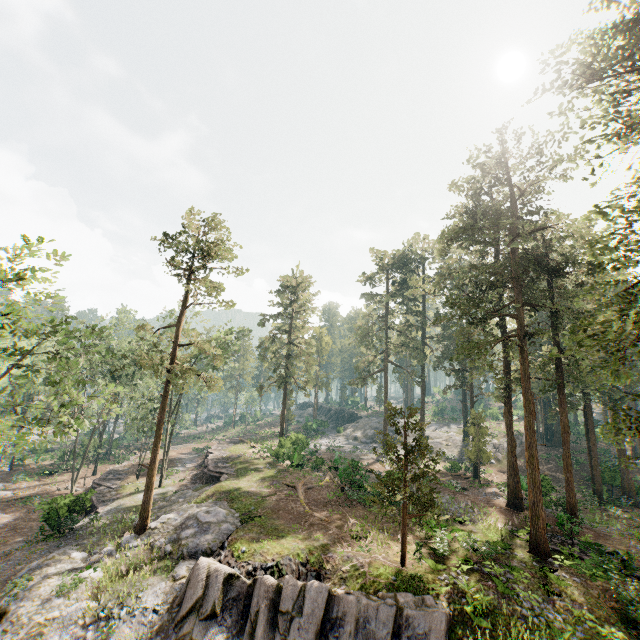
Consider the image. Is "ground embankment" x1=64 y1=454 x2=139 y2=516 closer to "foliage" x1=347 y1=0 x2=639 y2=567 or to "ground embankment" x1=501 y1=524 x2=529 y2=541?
"foliage" x1=347 y1=0 x2=639 y2=567

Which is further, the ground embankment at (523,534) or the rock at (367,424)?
the rock at (367,424)

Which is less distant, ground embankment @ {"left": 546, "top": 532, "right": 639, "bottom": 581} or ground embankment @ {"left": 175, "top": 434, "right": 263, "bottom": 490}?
ground embankment @ {"left": 546, "top": 532, "right": 639, "bottom": 581}

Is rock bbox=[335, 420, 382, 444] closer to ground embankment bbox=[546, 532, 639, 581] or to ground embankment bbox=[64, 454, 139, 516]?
ground embankment bbox=[546, 532, 639, 581]

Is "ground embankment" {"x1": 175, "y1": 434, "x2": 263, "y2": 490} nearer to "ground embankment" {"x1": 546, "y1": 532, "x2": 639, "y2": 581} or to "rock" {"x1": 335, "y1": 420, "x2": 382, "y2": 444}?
"rock" {"x1": 335, "y1": 420, "x2": 382, "y2": 444}

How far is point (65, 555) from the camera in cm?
2038

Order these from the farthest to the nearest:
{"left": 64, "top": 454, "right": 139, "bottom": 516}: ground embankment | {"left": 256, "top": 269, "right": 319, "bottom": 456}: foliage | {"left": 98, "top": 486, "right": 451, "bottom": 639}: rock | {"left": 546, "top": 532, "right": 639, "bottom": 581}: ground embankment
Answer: {"left": 256, "top": 269, "right": 319, "bottom": 456}: foliage → {"left": 64, "top": 454, "right": 139, "bottom": 516}: ground embankment → {"left": 546, "top": 532, "right": 639, "bottom": 581}: ground embankment → {"left": 98, "top": 486, "right": 451, "bottom": 639}: rock

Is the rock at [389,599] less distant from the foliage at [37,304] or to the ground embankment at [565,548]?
the foliage at [37,304]
